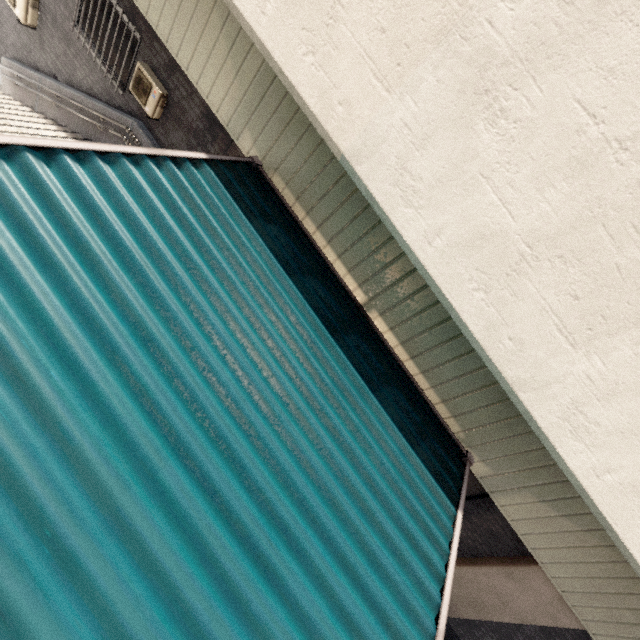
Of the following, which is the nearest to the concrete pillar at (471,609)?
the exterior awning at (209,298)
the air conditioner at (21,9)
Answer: the exterior awning at (209,298)

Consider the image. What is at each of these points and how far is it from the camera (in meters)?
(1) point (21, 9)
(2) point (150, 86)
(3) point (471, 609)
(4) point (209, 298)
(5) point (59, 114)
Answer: (1) air conditioner, 7.08
(2) air conditioner, 6.13
(3) concrete pillar, 6.71
(4) exterior awning, 3.28
(5) stairs, 7.86

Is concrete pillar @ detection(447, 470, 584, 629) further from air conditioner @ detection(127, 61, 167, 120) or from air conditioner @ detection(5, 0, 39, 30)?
air conditioner @ detection(5, 0, 39, 30)

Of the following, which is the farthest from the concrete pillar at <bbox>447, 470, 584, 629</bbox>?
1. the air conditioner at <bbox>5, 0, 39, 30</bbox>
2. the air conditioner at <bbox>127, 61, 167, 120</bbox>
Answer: the air conditioner at <bbox>5, 0, 39, 30</bbox>

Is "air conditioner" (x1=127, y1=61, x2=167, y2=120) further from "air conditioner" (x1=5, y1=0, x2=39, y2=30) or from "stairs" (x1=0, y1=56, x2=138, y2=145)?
"air conditioner" (x1=5, y1=0, x2=39, y2=30)

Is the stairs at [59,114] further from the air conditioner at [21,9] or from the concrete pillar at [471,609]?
the concrete pillar at [471,609]

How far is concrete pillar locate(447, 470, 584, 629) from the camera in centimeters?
571cm

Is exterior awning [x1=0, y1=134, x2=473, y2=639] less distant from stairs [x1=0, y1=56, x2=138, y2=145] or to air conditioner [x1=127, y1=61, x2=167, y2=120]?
air conditioner [x1=127, y1=61, x2=167, y2=120]
